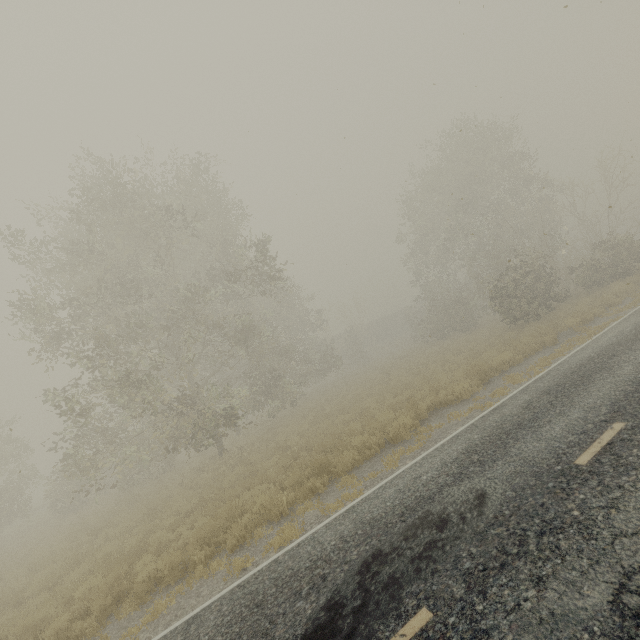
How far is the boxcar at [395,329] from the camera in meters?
51.8

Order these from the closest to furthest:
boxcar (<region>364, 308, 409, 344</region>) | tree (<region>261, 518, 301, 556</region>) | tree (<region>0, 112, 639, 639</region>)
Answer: tree (<region>261, 518, 301, 556</region>)
tree (<region>0, 112, 639, 639</region>)
boxcar (<region>364, 308, 409, 344</region>)

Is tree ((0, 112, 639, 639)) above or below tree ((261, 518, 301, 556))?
above

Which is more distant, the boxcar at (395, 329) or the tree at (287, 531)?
the boxcar at (395, 329)

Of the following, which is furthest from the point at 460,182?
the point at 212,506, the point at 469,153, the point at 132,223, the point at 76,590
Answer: the point at 76,590

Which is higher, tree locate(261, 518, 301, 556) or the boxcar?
the boxcar

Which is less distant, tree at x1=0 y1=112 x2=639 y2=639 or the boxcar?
tree at x1=0 y1=112 x2=639 y2=639
